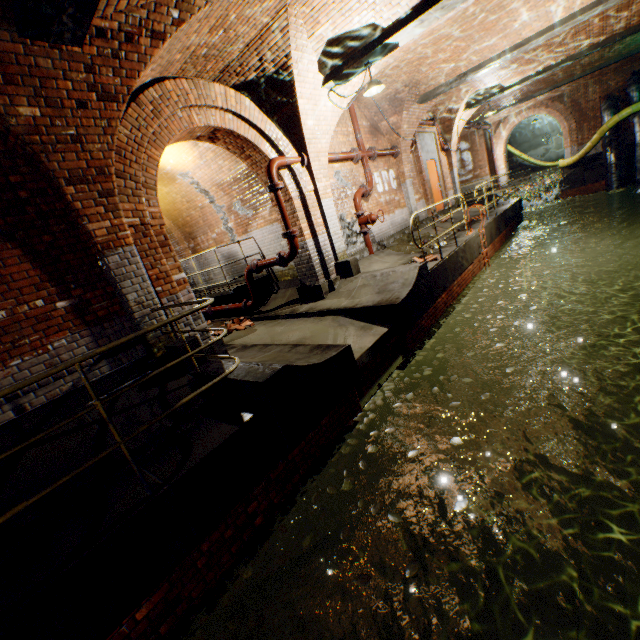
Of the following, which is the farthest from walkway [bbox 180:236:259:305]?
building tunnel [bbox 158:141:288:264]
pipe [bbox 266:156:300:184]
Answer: pipe [bbox 266:156:300:184]

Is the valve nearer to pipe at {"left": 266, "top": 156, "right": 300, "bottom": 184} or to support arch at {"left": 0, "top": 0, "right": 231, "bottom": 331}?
support arch at {"left": 0, "top": 0, "right": 231, "bottom": 331}

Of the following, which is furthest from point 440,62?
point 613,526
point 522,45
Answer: point 613,526

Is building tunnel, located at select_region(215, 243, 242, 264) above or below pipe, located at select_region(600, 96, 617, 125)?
below

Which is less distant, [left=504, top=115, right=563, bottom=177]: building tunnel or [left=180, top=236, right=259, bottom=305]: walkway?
[left=180, top=236, right=259, bottom=305]: walkway

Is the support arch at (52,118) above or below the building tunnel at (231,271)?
above

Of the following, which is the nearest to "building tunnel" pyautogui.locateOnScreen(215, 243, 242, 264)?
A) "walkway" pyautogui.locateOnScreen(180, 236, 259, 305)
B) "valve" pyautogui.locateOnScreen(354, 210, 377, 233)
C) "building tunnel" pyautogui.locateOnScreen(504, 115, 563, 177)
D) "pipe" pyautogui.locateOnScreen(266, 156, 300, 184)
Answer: "walkway" pyautogui.locateOnScreen(180, 236, 259, 305)

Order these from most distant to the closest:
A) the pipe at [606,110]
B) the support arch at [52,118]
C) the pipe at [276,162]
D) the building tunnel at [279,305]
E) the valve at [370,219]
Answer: the pipe at [606,110]
the valve at [370,219]
the building tunnel at [279,305]
the pipe at [276,162]
the support arch at [52,118]
